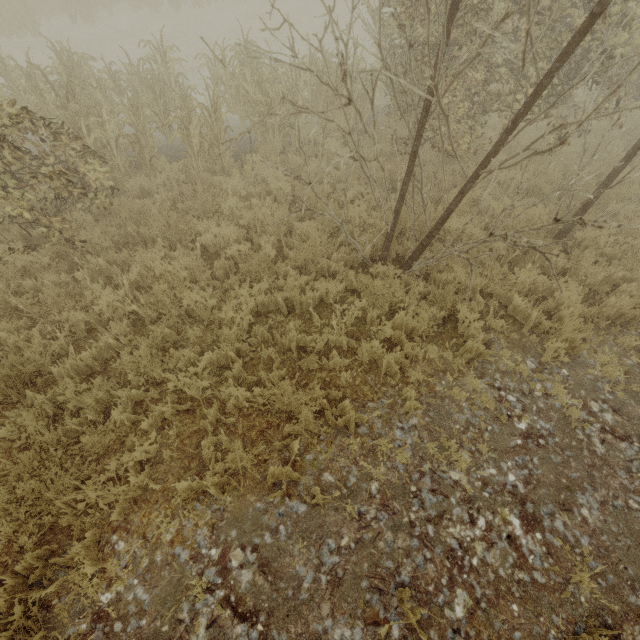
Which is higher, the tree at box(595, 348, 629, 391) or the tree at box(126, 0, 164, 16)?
the tree at box(126, 0, 164, 16)

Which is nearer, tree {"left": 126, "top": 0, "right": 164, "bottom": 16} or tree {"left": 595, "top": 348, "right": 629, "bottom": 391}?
tree {"left": 595, "top": 348, "right": 629, "bottom": 391}

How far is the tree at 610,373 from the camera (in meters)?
4.63

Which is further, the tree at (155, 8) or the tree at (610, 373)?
the tree at (155, 8)

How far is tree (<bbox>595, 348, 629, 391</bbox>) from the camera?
4.6m

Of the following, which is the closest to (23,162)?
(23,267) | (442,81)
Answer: (23,267)
